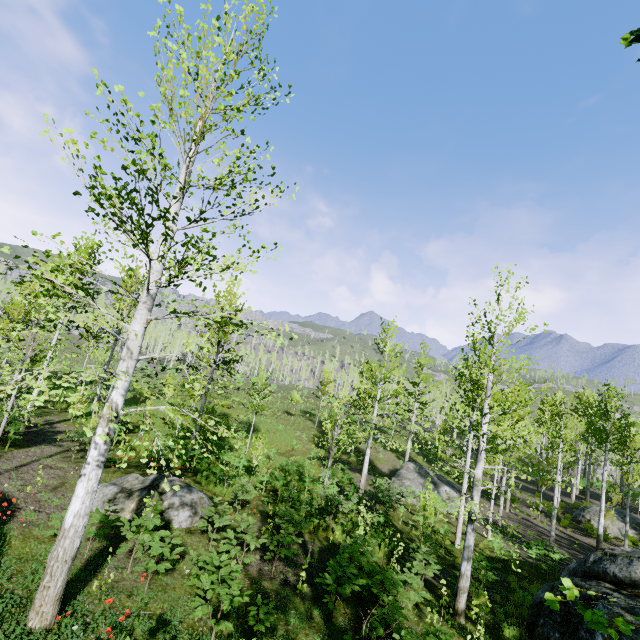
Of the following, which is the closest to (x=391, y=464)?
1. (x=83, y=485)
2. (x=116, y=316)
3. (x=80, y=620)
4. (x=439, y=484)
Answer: (x=439, y=484)

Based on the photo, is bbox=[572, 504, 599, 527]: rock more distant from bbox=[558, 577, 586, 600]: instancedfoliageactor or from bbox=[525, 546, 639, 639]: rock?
bbox=[558, 577, 586, 600]: instancedfoliageactor

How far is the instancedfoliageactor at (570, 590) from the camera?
1.7 meters

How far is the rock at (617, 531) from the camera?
20.5 meters

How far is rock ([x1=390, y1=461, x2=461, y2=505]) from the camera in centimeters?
2302cm

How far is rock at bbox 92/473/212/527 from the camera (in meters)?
8.94

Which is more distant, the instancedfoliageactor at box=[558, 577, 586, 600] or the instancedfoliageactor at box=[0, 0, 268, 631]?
the instancedfoliageactor at box=[0, 0, 268, 631]
